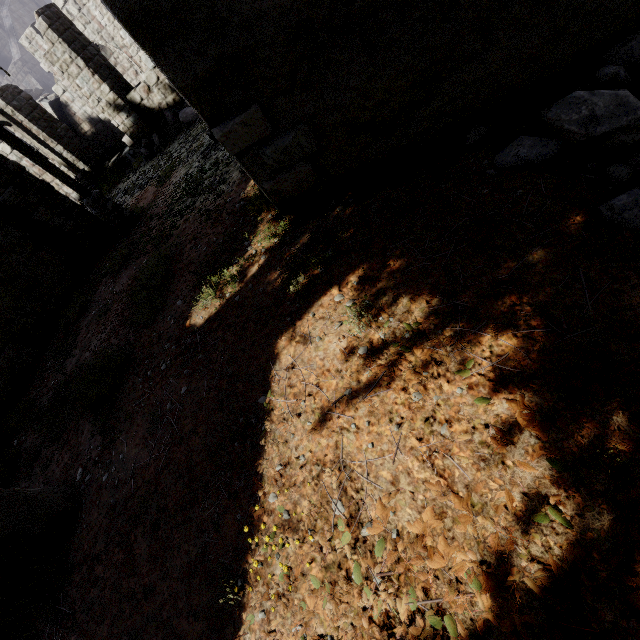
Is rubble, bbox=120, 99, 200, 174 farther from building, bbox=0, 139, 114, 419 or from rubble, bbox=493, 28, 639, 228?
rubble, bbox=493, 28, 639, 228

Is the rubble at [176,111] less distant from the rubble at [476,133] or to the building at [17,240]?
the building at [17,240]

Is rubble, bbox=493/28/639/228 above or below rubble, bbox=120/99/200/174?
above

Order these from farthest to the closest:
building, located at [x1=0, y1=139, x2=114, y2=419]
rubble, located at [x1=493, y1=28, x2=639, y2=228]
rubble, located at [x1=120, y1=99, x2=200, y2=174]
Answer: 1. rubble, located at [x1=120, y1=99, x2=200, y2=174]
2. building, located at [x1=0, y1=139, x2=114, y2=419]
3. rubble, located at [x1=493, y1=28, x2=639, y2=228]

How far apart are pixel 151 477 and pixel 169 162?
11.8m

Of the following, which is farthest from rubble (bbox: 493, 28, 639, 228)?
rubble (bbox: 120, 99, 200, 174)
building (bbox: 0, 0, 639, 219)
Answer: rubble (bbox: 120, 99, 200, 174)

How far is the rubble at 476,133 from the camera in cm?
370
